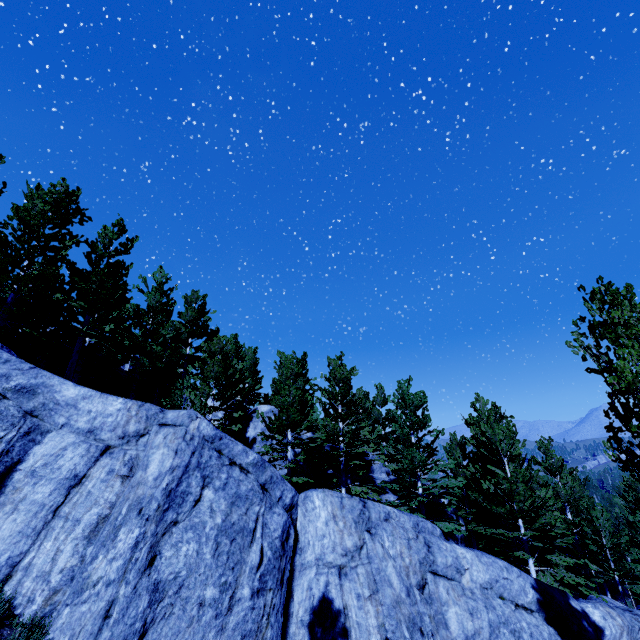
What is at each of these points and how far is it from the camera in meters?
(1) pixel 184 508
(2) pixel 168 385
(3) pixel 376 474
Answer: (1) rock, 7.6
(2) instancedfoliageactor, 20.7
(3) rock, 23.8

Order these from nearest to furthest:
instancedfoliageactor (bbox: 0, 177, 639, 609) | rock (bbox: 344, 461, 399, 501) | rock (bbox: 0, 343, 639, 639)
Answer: rock (bbox: 0, 343, 639, 639) < instancedfoliageactor (bbox: 0, 177, 639, 609) < rock (bbox: 344, 461, 399, 501)

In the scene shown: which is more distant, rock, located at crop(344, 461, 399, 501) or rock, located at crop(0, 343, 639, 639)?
rock, located at crop(344, 461, 399, 501)

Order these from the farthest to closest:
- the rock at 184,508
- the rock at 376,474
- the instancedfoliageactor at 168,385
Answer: the rock at 376,474 → the instancedfoliageactor at 168,385 → the rock at 184,508

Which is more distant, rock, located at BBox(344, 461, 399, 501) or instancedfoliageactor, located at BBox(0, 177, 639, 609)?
rock, located at BBox(344, 461, 399, 501)

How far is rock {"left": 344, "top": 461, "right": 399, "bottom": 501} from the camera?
21.4 meters

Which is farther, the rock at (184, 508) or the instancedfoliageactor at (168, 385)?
the instancedfoliageactor at (168, 385)
